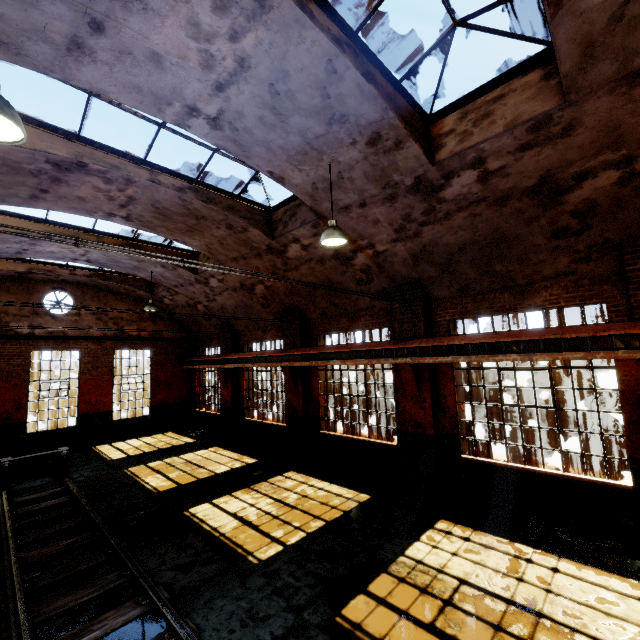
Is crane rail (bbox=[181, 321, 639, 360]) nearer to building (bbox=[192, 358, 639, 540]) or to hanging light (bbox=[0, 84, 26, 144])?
building (bbox=[192, 358, 639, 540])

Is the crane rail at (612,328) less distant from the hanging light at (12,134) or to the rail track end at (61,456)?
the rail track end at (61,456)

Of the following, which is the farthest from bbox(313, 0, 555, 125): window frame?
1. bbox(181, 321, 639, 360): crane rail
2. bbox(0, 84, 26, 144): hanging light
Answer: bbox(181, 321, 639, 360): crane rail

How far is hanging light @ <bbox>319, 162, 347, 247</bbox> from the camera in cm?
601

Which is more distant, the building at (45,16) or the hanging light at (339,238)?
the hanging light at (339,238)

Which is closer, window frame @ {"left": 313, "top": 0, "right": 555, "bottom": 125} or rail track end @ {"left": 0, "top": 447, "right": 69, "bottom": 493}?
window frame @ {"left": 313, "top": 0, "right": 555, "bottom": 125}

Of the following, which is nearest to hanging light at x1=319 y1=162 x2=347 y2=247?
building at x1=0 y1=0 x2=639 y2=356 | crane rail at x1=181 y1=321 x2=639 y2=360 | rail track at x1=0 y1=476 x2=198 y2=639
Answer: building at x1=0 y1=0 x2=639 y2=356

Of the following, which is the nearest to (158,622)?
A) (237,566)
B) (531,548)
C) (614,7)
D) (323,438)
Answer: (237,566)
